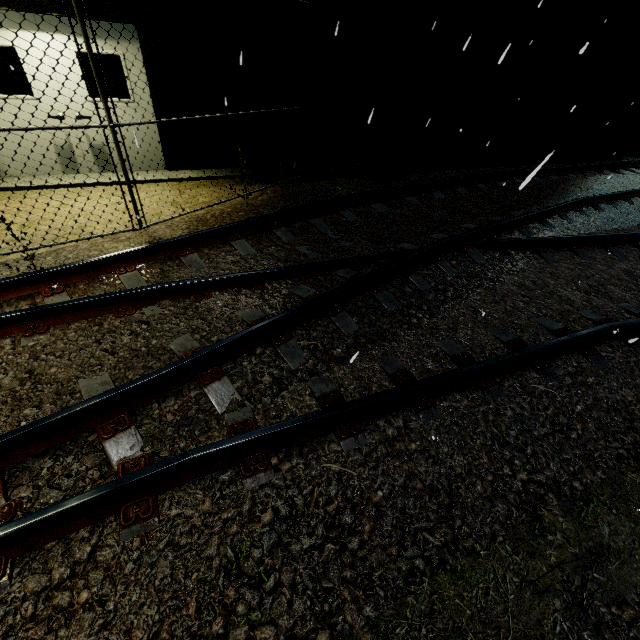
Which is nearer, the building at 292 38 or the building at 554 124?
the building at 292 38

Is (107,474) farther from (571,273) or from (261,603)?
(571,273)

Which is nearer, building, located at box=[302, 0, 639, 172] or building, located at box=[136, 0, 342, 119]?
building, located at box=[136, 0, 342, 119]
